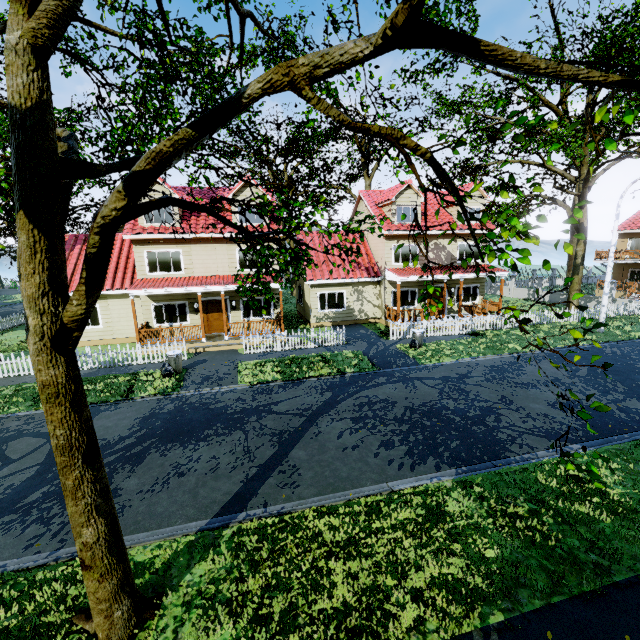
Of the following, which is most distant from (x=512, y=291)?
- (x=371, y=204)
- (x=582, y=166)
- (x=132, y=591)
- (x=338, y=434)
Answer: (x=132, y=591)

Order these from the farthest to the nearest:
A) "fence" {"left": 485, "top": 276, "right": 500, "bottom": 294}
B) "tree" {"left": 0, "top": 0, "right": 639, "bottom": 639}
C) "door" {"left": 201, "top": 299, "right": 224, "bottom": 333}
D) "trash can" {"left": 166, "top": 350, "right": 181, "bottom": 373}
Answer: "fence" {"left": 485, "top": 276, "right": 500, "bottom": 294}, "door" {"left": 201, "top": 299, "right": 224, "bottom": 333}, "trash can" {"left": 166, "top": 350, "right": 181, "bottom": 373}, "tree" {"left": 0, "top": 0, "right": 639, "bottom": 639}

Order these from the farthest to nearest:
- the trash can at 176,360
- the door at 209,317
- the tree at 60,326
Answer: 1. the door at 209,317
2. the trash can at 176,360
3. the tree at 60,326

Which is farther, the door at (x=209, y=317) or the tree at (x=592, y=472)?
the door at (x=209, y=317)

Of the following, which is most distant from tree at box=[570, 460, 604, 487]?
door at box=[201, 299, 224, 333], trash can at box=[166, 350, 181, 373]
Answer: door at box=[201, 299, 224, 333]

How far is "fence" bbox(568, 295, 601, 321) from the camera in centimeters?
2172cm

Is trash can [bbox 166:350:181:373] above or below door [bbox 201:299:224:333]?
below

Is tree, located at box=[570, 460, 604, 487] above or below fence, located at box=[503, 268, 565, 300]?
above
